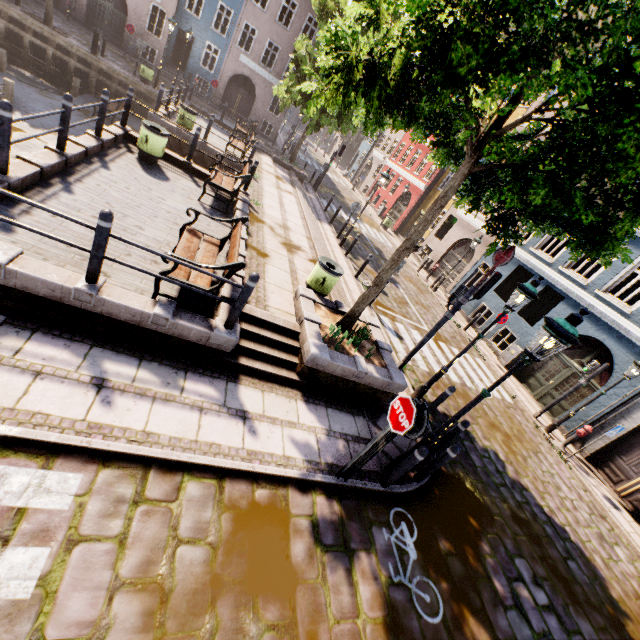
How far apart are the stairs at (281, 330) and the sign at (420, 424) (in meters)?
2.15

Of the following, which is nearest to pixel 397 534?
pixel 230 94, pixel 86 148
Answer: pixel 86 148

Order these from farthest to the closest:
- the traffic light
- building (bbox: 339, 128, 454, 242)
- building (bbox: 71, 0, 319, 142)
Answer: building (bbox: 339, 128, 454, 242), building (bbox: 71, 0, 319, 142), the traffic light

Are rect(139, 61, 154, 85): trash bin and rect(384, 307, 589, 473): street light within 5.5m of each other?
no

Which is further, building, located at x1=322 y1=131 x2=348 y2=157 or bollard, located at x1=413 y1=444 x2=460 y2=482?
building, located at x1=322 y1=131 x2=348 y2=157

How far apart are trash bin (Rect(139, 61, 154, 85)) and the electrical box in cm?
2538

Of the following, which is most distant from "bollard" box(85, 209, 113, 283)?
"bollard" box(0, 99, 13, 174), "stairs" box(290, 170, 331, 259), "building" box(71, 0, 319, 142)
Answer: "building" box(71, 0, 319, 142)

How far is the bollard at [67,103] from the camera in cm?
631
